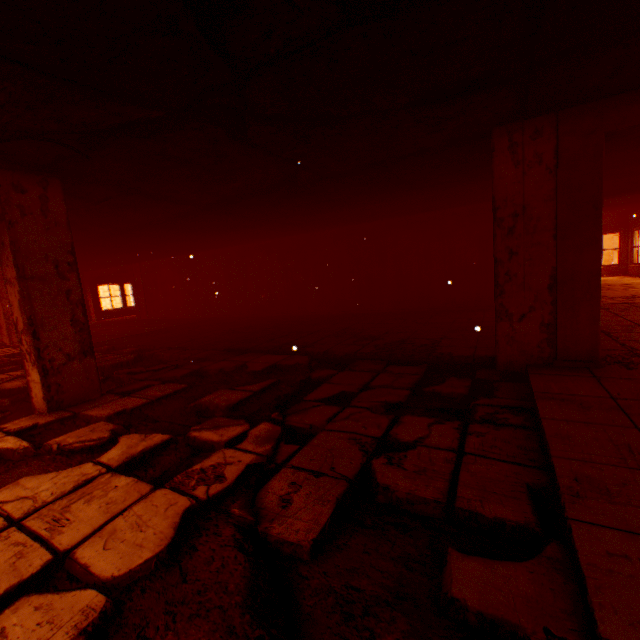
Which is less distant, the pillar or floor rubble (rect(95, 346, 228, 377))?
the pillar

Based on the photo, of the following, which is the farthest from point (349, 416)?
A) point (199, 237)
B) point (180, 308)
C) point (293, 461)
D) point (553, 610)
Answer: point (180, 308)

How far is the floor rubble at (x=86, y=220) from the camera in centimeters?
507cm

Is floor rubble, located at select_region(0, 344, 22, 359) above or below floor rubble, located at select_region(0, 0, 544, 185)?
below

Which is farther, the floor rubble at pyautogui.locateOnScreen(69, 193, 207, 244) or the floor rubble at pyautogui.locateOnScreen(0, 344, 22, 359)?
the floor rubble at pyautogui.locateOnScreen(0, 344, 22, 359)

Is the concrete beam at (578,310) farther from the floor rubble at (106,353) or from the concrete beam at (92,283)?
the concrete beam at (92,283)

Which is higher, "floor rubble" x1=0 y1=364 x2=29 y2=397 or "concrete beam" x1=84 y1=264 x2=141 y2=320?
"concrete beam" x1=84 y1=264 x2=141 y2=320

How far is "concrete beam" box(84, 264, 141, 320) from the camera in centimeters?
1535cm
